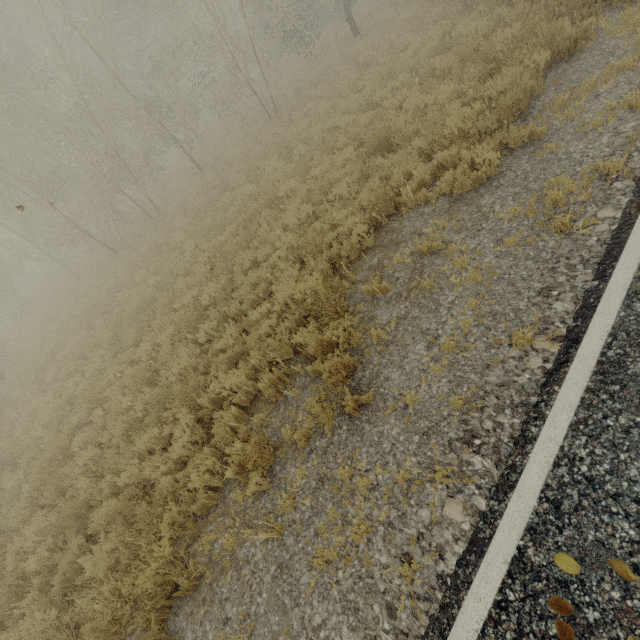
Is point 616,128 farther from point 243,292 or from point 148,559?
point 148,559
